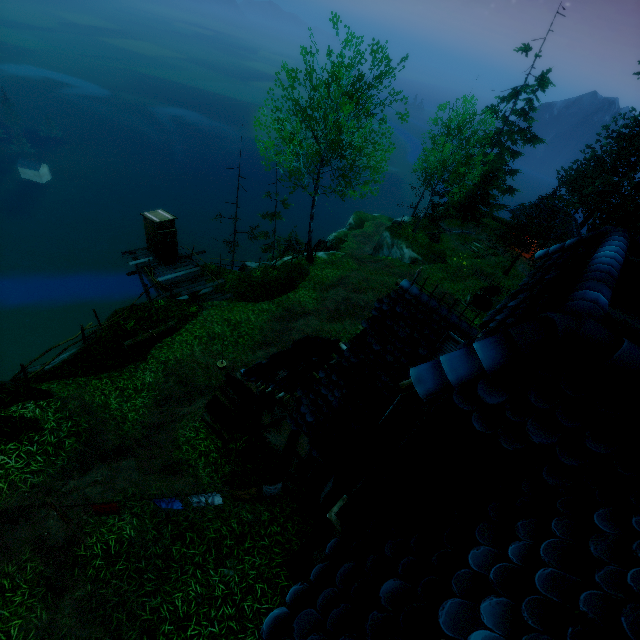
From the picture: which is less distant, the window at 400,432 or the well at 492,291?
the window at 400,432

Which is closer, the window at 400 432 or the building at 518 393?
the building at 518 393

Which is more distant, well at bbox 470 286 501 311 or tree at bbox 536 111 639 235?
tree at bbox 536 111 639 235

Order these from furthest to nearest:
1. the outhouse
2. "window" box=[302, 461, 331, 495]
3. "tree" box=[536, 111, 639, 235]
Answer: "tree" box=[536, 111, 639, 235] → the outhouse → "window" box=[302, 461, 331, 495]

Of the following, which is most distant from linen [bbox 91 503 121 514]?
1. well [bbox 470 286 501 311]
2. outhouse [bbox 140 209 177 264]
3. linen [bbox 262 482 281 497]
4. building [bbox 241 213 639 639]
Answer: well [bbox 470 286 501 311]

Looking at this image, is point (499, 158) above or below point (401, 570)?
below

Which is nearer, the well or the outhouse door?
the outhouse door

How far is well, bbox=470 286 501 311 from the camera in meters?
23.5
